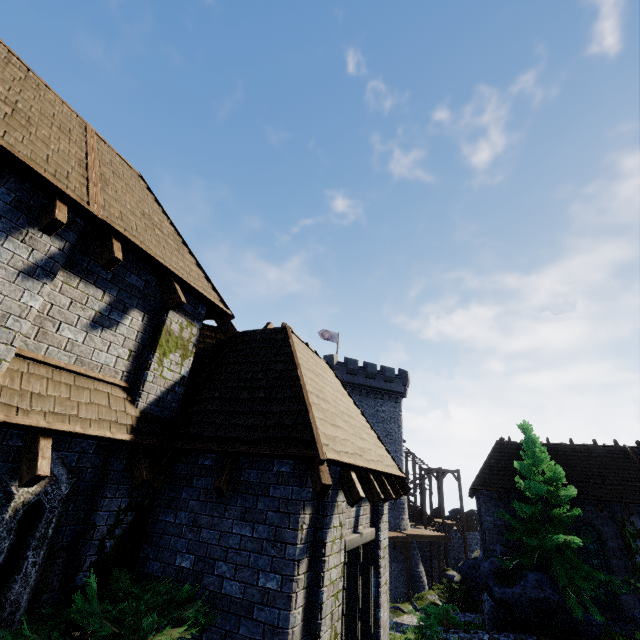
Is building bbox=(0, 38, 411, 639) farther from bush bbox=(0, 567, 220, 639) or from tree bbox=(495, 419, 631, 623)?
tree bbox=(495, 419, 631, 623)

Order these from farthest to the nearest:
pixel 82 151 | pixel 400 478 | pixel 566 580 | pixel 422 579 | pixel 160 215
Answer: pixel 422 579 < pixel 566 580 < pixel 400 478 < pixel 160 215 < pixel 82 151

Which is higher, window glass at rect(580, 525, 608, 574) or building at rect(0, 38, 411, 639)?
building at rect(0, 38, 411, 639)

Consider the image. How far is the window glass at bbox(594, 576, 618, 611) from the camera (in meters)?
17.03

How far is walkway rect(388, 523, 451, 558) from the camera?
29.7 meters

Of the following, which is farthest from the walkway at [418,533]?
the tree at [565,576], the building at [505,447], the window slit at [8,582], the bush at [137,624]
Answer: the window slit at [8,582]

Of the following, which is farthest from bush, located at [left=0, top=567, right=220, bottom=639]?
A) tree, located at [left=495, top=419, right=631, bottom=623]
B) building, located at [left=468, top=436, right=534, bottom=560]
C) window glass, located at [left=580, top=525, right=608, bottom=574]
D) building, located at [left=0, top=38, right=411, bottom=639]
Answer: window glass, located at [left=580, top=525, right=608, bottom=574]

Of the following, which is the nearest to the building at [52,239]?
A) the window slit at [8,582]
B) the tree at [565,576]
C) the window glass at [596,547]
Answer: the window slit at [8,582]
